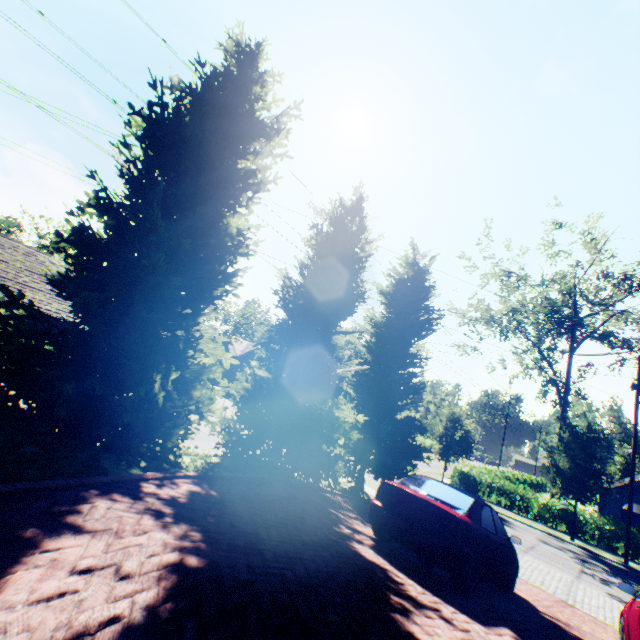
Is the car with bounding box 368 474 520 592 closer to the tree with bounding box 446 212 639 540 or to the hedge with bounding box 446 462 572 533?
the tree with bounding box 446 212 639 540

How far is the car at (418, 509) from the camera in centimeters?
537cm

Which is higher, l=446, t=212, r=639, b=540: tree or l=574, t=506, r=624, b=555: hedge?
l=446, t=212, r=639, b=540: tree

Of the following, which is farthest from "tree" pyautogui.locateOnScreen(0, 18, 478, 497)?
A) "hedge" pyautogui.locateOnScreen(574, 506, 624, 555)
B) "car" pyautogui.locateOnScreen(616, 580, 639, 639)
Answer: "car" pyautogui.locateOnScreen(616, 580, 639, 639)

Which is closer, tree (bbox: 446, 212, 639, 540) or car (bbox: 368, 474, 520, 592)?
car (bbox: 368, 474, 520, 592)

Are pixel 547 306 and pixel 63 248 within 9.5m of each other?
no

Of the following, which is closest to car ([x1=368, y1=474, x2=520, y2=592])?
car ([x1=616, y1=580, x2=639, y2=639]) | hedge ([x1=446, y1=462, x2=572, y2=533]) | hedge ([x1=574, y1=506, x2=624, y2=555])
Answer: car ([x1=616, y1=580, x2=639, y2=639])

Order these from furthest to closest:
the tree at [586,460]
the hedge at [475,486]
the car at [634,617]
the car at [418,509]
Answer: the hedge at [475,486], the tree at [586,460], the car at [418,509], the car at [634,617]
